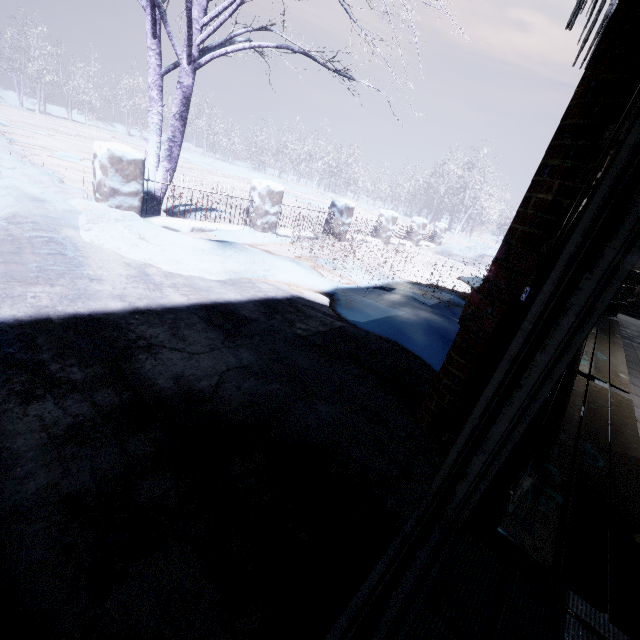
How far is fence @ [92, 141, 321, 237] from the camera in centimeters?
367cm

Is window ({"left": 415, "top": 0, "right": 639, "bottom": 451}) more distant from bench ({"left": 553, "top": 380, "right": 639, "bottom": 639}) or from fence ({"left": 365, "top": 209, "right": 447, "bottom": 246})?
fence ({"left": 365, "top": 209, "right": 447, "bottom": 246})

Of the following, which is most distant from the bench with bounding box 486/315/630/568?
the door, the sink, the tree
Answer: the sink

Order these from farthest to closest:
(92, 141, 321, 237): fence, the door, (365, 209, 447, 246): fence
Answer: (365, 209, 447, 246): fence, (92, 141, 321, 237): fence, the door

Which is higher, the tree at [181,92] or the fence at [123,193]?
the tree at [181,92]

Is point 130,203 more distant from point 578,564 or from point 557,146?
point 578,564

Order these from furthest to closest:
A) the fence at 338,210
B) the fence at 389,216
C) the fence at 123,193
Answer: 1. the fence at 389,216
2. the fence at 338,210
3. the fence at 123,193

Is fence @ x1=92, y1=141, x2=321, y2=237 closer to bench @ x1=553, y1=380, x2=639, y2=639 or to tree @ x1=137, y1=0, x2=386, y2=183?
tree @ x1=137, y1=0, x2=386, y2=183
